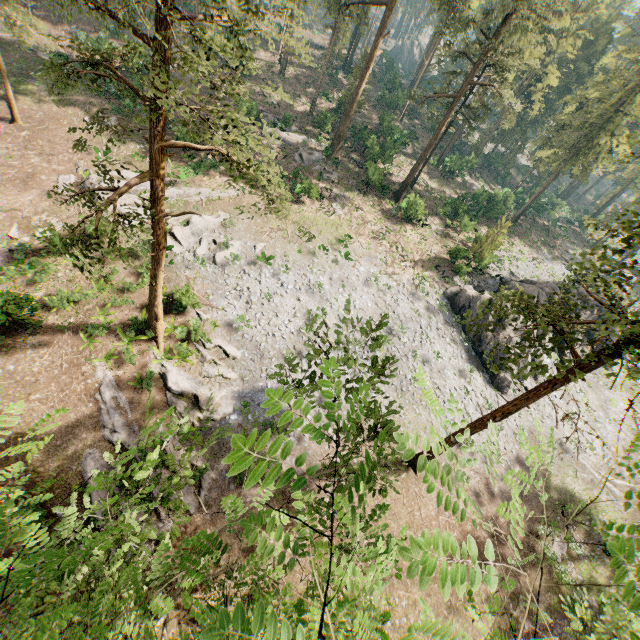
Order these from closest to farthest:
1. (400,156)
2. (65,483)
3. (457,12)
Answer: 1. (65,483)
2. (457,12)
3. (400,156)

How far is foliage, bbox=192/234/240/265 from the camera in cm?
2506

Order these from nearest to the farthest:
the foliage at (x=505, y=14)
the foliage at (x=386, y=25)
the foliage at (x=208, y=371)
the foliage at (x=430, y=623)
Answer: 1. the foliage at (x=430, y=623)
2. the foliage at (x=505, y=14)
3. the foliage at (x=208, y=371)
4. the foliage at (x=386, y=25)

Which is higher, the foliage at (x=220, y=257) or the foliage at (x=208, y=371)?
the foliage at (x=220, y=257)

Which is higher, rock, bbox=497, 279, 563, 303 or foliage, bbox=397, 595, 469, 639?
foliage, bbox=397, 595, 469, 639

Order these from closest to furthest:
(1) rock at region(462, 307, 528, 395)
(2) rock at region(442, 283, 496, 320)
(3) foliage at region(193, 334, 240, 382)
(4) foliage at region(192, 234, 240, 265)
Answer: (3) foliage at region(193, 334, 240, 382)
(4) foliage at region(192, 234, 240, 265)
(1) rock at region(462, 307, 528, 395)
(2) rock at region(442, 283, 496, 320)

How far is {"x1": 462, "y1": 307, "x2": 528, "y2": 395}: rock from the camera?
28.6m
